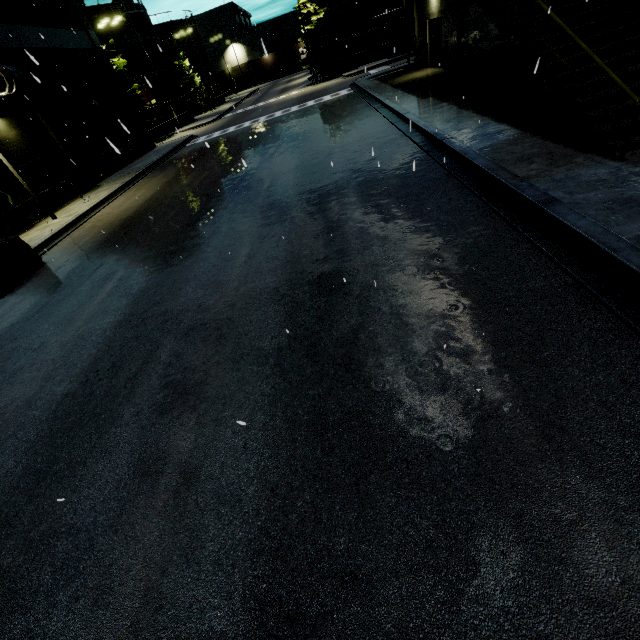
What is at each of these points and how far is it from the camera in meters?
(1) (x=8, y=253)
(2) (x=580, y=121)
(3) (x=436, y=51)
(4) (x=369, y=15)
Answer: (1) forklift, 10.5 m
(2) metal stair, 6.3 m
(3) door, 20.1 m
(4) silo, 35.4 m

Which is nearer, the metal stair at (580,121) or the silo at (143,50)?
the metal stair at (580,121)

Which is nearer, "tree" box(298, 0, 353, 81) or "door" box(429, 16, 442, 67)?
"door" box(429, 16, 442, 67)

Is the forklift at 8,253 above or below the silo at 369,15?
below

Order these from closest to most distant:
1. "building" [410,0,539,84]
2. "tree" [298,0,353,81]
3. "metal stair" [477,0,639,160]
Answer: "metal stair" [477,0,639,160], "building" [410,0,539,84], "tree" [298,0,353,81]

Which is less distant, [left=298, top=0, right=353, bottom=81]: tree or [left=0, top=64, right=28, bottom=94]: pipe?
[left=0, top=64, right=28, bottom=94]: pipe

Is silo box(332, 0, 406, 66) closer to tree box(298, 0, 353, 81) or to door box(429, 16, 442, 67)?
tree box(298, 0, 353, 81)

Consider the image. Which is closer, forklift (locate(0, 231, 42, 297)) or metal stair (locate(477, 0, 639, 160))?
metal stair (locate(477, 0, 639, 160))
